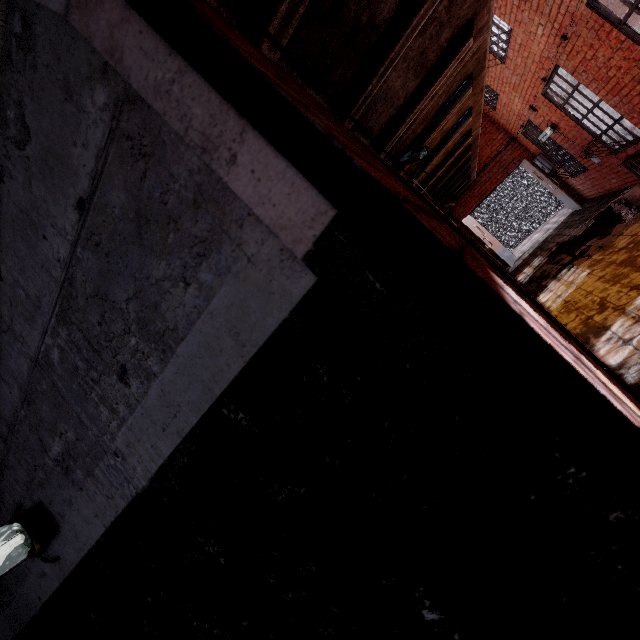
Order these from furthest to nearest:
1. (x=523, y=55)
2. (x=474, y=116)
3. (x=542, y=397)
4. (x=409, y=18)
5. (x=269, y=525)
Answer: (x=523, y=55), (x=474, y=116), (x=409, y=18), (x=269, y=525), (x=542, y=397)

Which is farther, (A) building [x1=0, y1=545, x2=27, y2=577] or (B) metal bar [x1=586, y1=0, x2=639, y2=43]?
(B) metal bar [x1=586, y1=0, x2=639, y2=43]

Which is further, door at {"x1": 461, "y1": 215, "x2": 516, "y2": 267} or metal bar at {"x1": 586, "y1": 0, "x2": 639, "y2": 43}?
door at {"x1": 461, "y1": 215, "x2": 516, "y2": 267}

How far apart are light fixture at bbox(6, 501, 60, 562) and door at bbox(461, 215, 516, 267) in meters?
11.7

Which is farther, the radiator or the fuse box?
the fuse box

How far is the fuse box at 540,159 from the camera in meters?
9.4

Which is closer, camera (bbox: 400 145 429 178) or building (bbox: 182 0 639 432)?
building (bbox: 182 0 639 432)

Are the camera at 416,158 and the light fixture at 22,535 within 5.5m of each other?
yes
